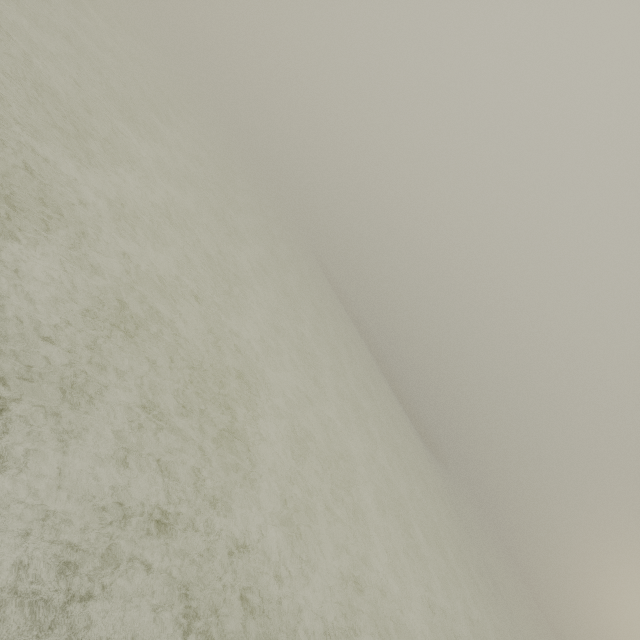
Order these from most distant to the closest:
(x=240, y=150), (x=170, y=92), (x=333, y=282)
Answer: (x=240, y=150)
(x=333, y=282)
(x=170, y=92)
